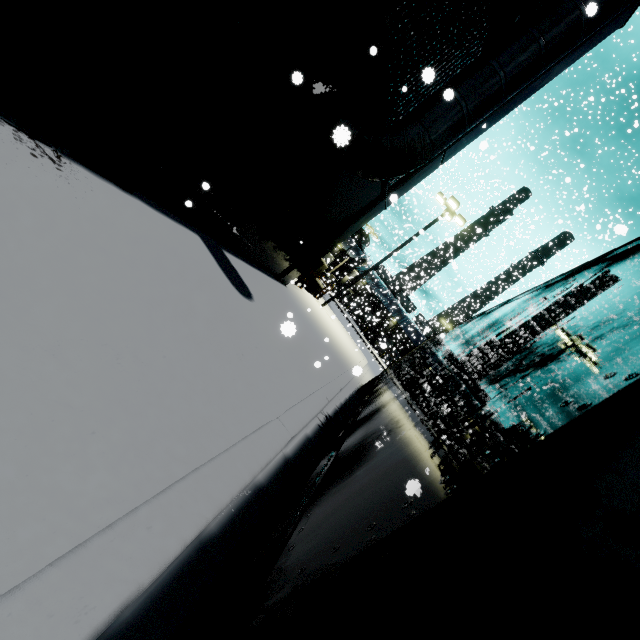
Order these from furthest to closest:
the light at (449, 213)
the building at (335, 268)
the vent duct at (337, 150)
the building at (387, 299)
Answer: the building at (335, 268) < the building at (387, 299) < the light at (449, 213) < the vent duct at (337, 150)

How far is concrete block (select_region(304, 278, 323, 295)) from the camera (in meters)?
19.64

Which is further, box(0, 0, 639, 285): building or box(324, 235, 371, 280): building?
box(324, 235, 371, 280): building

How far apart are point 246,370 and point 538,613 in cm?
425

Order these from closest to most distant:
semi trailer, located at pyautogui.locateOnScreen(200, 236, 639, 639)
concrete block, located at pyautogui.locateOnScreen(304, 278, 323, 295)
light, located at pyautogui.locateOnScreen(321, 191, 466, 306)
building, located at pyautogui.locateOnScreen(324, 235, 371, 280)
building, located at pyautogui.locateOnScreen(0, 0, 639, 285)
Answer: semi trailer, located at pyautogui.locateOnScreen(200, 236, 639, 639) → building, located at pyautogui.locateOnScreen(0, 0, 639, 285) → light, located at pyautogui.locateOnScreen(321, 191, 466, 306) → concrete block, located at pyautogui.locateOnScreen(304, 278, 323, 295) → building, located at pyautogui.locateOnScreen(324, 235, 371, 280)

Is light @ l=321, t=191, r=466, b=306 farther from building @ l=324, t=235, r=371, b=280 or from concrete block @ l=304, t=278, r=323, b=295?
building @ l=324, t=235, r=371, b=280

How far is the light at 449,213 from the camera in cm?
1822

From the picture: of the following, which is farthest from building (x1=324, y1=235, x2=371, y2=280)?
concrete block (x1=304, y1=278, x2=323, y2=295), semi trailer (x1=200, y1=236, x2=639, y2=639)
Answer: concrete block (x1=304, y1=278, x2=323, y2=295)
